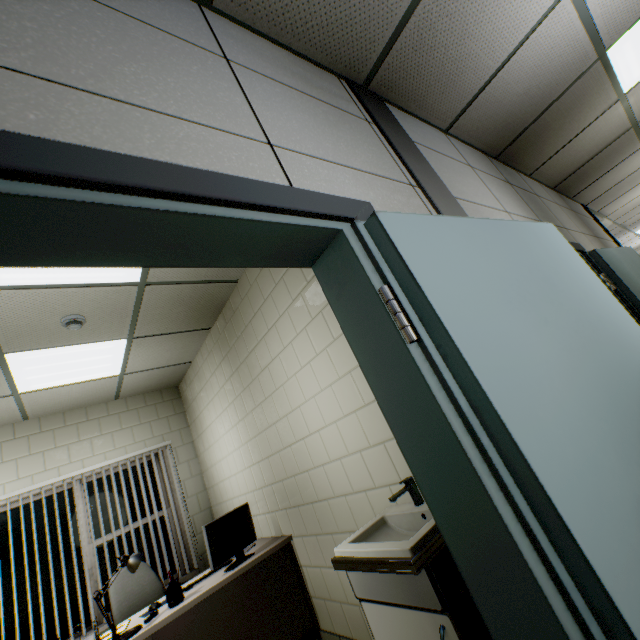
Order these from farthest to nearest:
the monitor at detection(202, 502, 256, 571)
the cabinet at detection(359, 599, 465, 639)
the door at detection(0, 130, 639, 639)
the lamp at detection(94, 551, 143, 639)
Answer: the monitor at detection(202, 502, 256, 571) < the lamp at detection(94, 551, 143, 639) < the cabinet at detection(359, 599, 465, 639) < the door at detection(0, 130, 639, 639)

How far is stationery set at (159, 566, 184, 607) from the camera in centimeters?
249cm

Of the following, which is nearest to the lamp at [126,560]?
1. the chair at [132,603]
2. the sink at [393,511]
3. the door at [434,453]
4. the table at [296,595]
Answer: the table at [296,595]

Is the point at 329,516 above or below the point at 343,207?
below

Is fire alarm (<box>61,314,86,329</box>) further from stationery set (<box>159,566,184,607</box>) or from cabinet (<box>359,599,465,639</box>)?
cabinet (<box>359,599,465,639</box>)

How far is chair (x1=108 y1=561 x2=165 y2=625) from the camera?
3.2 meters

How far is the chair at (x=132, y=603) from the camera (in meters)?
3.21

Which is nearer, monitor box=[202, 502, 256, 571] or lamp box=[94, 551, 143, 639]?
lamp box=[94, 551, 143, 639]
